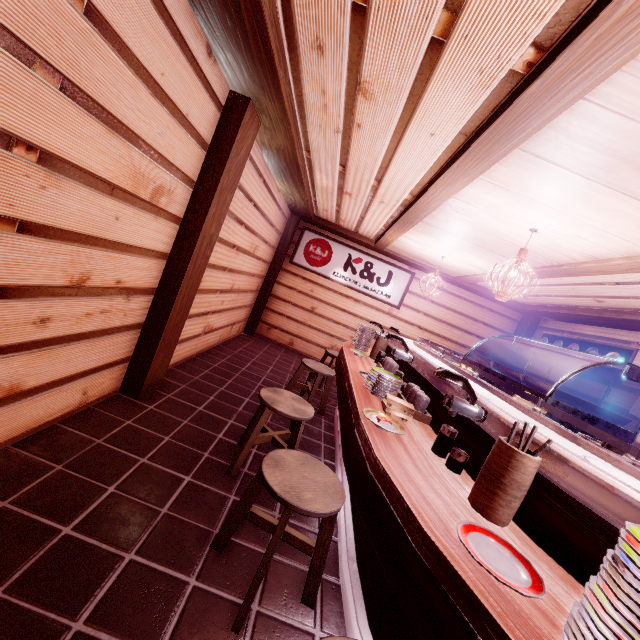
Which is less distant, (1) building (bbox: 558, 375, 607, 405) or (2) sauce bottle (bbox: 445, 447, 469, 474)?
(2) sauce bottle (bbox: 445, 447, 469, 474)

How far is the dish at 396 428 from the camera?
3.26m

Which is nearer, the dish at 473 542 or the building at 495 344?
the dish at 473 542

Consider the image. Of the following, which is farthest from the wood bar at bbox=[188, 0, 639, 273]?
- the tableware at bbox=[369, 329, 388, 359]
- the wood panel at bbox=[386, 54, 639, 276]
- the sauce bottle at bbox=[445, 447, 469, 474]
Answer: the sauce bottle at bbox=[445, 447, 469, 474]

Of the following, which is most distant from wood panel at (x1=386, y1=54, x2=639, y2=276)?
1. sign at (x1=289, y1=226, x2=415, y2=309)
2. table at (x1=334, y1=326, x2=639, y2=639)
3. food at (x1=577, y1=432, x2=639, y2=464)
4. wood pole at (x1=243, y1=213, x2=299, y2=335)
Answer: wood pole at (x1=243, y1=213, x2=299, y2=335)

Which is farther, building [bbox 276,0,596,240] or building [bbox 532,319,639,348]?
building [bbox 532,319,639,348]

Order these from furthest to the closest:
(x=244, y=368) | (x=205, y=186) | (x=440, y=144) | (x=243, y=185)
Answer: (x=244, y=368) < (x=243, y=185) < (x=205, y=186) < (x=440, y=144)

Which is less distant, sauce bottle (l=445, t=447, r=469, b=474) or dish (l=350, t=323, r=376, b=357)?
sauce bottle (l=445, t=447, r=469, b=474)
